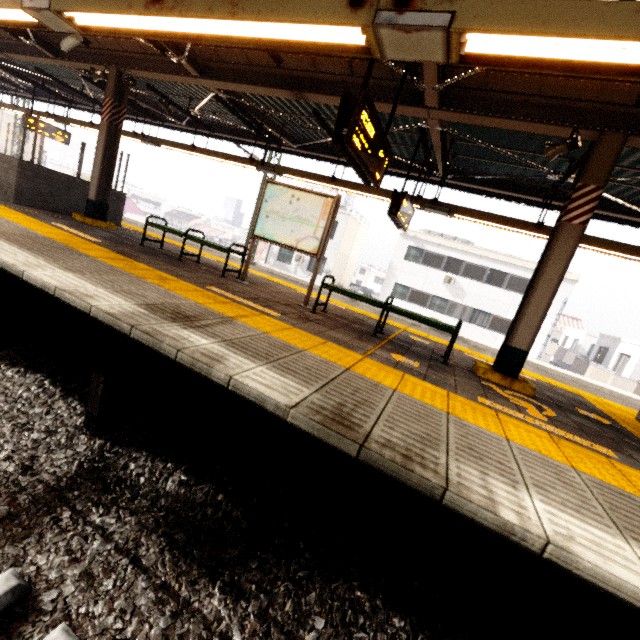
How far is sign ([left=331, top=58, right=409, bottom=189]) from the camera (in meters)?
3.27

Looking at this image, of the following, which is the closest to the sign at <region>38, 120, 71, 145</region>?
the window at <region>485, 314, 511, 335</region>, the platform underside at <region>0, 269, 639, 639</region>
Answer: the platform underside at <region>0, 269, 639, 639</region>

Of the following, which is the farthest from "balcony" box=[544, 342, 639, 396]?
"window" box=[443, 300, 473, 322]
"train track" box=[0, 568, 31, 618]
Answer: "train track" box=[0, 568, 31, 618]

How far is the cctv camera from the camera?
6.5m

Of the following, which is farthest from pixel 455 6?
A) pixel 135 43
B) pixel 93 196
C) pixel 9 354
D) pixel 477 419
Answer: pixel 93 196

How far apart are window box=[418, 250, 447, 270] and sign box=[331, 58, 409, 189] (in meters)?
20.89

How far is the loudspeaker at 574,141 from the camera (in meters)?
4.35

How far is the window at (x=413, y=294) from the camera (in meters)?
24.36
